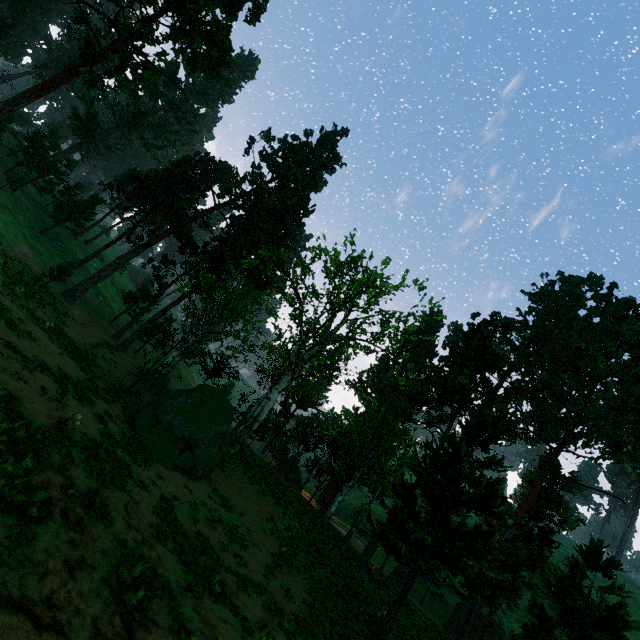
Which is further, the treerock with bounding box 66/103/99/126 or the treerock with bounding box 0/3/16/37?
the treerock with bounding box 0/3/16/37

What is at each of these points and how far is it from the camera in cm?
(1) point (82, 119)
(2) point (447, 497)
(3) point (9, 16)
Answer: (1) treerock, 5991
(2) treerock, 1959
(3) treerock, 5994

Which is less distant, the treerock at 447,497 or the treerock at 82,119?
the treerock at 447,497

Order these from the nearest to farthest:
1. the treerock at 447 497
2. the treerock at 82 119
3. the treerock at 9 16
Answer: the treerock at 447 497 → the treerock at 82 119 → the treerock at 9 16

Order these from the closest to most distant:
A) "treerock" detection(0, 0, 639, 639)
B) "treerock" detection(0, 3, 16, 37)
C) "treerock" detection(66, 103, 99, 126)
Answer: "treerock" detection(0, 0, 639, 639)
"treerock" detection(66, 103, 99, 126)
"treerock" detection(0, 3, 16, 37)

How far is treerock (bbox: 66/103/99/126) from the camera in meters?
57.5

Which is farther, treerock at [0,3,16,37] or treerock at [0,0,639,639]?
treerock at [0,3,16,37]
